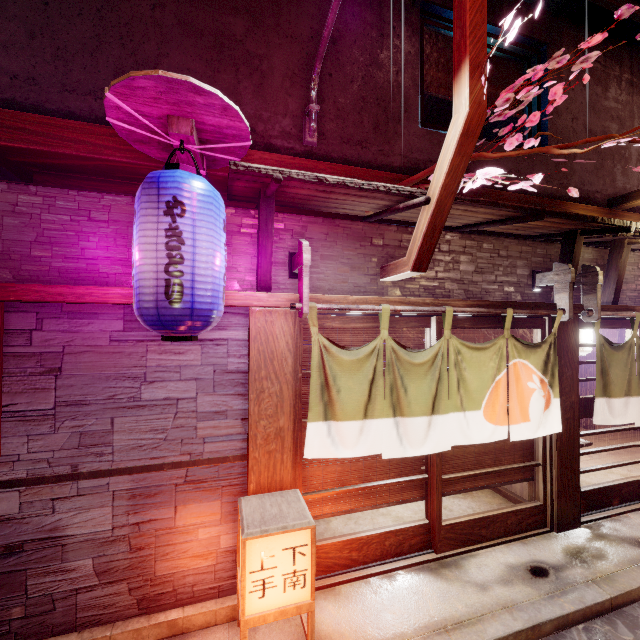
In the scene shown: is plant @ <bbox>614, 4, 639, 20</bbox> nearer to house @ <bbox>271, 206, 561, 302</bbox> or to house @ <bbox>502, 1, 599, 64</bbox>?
house @ <bbox>271, 206, 561, 302</bbox>

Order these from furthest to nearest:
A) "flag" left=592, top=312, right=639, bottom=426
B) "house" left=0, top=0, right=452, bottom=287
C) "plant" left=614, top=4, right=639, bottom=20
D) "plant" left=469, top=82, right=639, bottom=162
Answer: "flag" left=592, top=312, right=639, bottom=426
"house" left=0, top=0, right=452, bottom=287
"plant" left=469, top=82, right=639, bottom=162
"plant" left=614, top=4, right=639, bottom=20

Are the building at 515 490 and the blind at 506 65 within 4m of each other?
no

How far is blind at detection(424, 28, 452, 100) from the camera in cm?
764

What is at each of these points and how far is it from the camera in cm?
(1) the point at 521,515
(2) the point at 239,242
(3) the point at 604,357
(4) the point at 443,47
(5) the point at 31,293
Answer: (1) door, 743
(2) house, 596
(3) flag, 780
(4) blind, 779
(5) wood bar, 455

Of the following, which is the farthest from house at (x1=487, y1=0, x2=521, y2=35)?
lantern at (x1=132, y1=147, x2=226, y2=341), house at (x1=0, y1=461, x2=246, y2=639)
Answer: house at (x1=0, y1=461, x2=246, y2=639)

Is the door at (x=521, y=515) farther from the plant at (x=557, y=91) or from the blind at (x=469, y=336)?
the plant at (x=557, y=91)

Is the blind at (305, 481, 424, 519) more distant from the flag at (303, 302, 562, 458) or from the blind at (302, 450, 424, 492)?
the flag at (303, 302, 562, 458)
